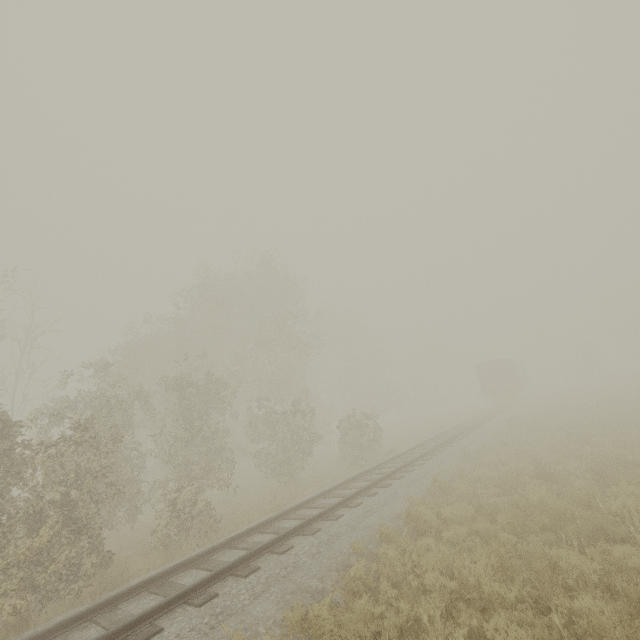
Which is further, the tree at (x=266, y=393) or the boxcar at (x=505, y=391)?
the boxcar at (x=505, y=391)

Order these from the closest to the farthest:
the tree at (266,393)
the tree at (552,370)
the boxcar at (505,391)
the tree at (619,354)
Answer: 1. the tree at (266,393)
2. the boxcar at (505,391)
3. the tree at (619,354)
4. the tree at (552,370)

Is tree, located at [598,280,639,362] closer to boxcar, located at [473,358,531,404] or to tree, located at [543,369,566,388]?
tree, located at [543,369,566,388]

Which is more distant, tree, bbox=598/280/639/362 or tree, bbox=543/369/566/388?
tree, bbox=543/369/566/388

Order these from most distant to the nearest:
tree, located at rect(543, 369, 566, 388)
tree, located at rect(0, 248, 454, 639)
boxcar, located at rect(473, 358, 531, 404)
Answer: tree, located at rect(543, 369, 566, 388) < boxcar, located at rect(473, 358, 531, 404) < tree, located at rect(0, 248, 454, 639)

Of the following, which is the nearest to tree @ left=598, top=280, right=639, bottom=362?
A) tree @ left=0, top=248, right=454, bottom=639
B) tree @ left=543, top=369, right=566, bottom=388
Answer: tree @ left=543, top=369, right=566, bottom=388

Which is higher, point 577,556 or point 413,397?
point 413,397
